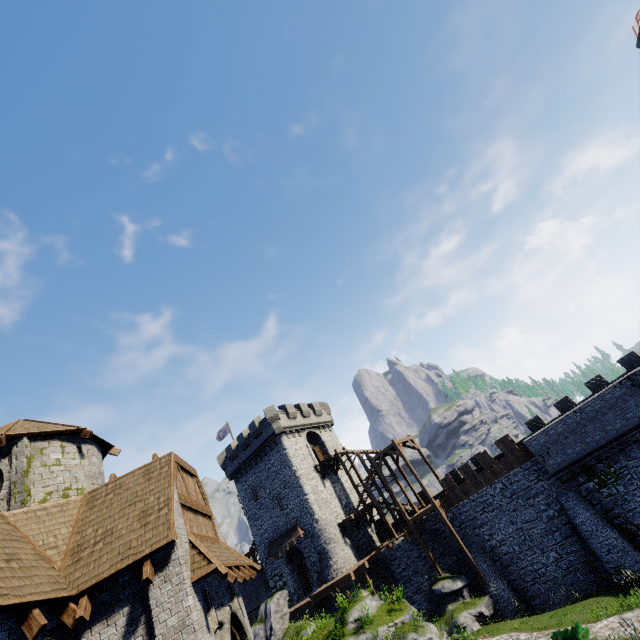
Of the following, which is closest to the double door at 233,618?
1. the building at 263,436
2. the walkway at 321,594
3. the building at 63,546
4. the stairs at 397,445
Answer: the building at 63,546

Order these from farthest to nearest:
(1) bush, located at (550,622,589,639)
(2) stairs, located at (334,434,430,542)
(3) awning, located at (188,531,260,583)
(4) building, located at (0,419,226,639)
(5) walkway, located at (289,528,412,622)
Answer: (2) stairs, located at (334,434,430,542) → (5) walkway, located at (289,528,412,622) → (1) bush, located at (550,622,589,639) → (3) awning, located at (188,531,260,583) → (4) building, located at (0,419,226,639)

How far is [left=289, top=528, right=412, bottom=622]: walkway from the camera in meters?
25.5

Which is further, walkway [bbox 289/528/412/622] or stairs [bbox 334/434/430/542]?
stairs [bbox 334/434/430/542]

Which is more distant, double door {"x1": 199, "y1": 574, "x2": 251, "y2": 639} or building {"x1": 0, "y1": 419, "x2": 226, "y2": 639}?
double door {"x1": 199, "y1": 574, "x2": 251, "y2": 639}

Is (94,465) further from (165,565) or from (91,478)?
(165,565)

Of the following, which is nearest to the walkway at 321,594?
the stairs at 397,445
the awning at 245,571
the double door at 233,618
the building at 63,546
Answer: the stairs at 397,445

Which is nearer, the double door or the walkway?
the double door
